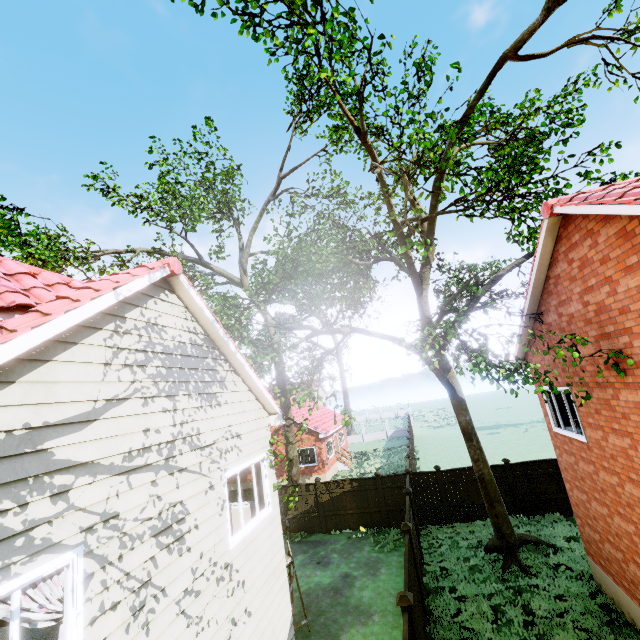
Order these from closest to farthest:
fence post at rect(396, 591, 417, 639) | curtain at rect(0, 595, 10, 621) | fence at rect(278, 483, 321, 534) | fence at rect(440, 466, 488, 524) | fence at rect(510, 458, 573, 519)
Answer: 1. curtain at rect(0, 595, 10, 621)
2. fence post at rect(396, 591, 417, 639)
3. fence at rect(510, 458, 573, 519)
4. fence at rect(440, 466, 488, 524)
5. fence at rect(278, 483, 321, 534)

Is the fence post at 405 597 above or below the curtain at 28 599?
below

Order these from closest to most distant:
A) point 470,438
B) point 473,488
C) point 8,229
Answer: point 8,229 < point 470,438 < point 473,488

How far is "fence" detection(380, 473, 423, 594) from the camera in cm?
1094

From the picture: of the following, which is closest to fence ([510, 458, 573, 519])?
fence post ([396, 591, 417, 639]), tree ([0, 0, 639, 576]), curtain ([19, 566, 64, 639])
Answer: fence post ([396, 591, 417, 639])

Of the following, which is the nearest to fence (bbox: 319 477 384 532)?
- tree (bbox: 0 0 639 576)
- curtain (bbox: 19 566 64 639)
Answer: tree (bbox: 0 0 639 576)

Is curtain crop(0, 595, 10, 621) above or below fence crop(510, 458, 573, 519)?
above

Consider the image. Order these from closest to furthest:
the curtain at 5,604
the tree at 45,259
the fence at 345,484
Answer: the curtain at 5,604, the tree at 45,259, the fence at 345,484
